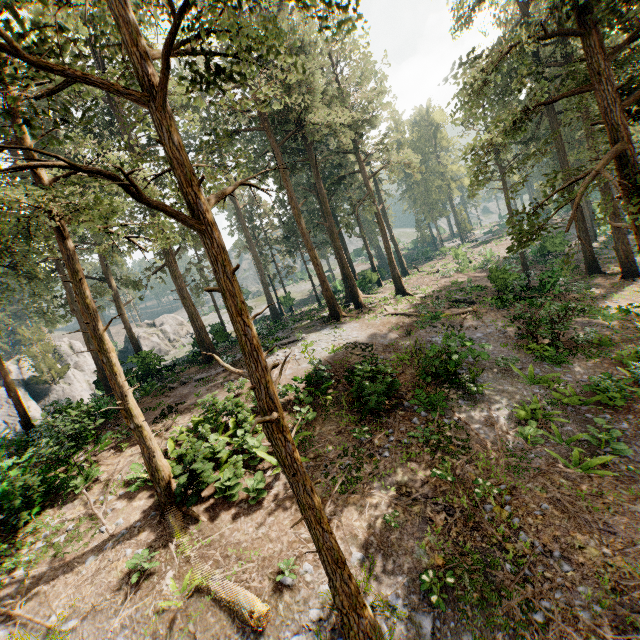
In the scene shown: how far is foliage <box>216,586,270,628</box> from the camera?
7.0 meters

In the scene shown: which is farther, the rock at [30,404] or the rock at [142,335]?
the rock at [142,335]

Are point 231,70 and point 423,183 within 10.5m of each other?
no

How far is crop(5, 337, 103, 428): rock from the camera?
18.8 meters

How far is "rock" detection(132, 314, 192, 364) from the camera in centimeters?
4663cm

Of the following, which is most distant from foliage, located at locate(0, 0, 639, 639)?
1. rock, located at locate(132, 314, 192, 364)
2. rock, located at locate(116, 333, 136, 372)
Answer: rock, located at locate(132, 314, 192, 364)

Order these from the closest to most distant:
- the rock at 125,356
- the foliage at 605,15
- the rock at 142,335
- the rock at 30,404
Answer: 1. the foliage at 605,15
2. the rock at 30,404
3. the rock at 125,356
4. the rock at 142,335
